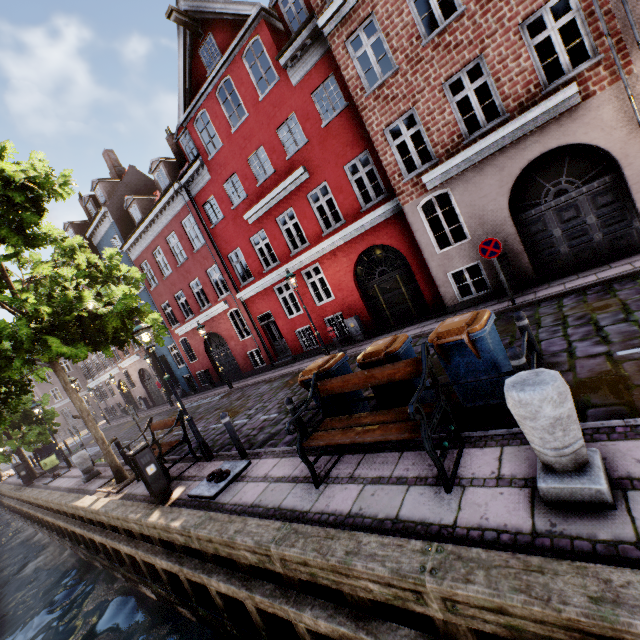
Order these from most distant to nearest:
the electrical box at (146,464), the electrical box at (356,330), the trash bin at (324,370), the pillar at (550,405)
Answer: the electrical box at (356,330) < the electrical box at (146,464) < the trash bin at (324,370) < the pillar at (550,405)

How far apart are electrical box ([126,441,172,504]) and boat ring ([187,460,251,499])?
0.8 meters

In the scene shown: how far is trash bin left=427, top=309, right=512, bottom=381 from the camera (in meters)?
4.26

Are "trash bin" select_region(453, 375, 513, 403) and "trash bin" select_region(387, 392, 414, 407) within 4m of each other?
yes

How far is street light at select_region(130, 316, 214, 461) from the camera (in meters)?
7.68

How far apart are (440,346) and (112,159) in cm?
2979

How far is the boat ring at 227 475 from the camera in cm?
609

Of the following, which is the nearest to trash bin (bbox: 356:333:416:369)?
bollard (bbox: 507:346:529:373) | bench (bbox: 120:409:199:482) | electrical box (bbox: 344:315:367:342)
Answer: bollard (bbox: 507:346:529:373)
